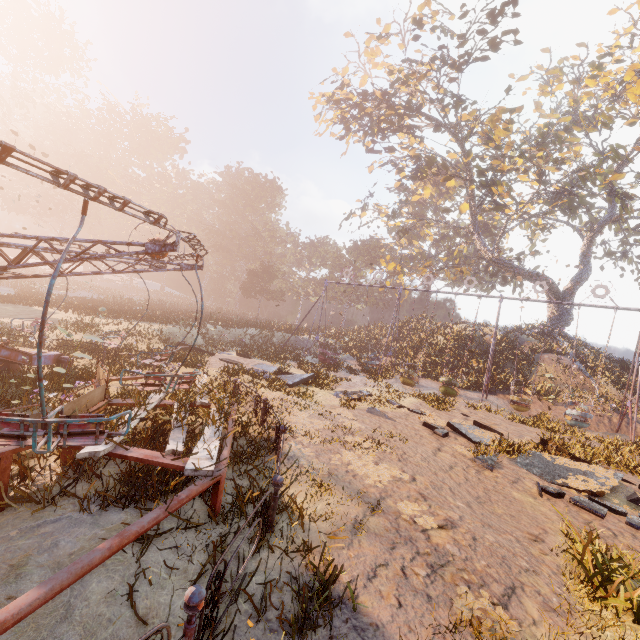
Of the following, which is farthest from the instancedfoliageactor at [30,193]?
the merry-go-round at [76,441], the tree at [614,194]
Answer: the tree at [614,194]

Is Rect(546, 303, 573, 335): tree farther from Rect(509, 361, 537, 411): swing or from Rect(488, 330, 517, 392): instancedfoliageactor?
Rect(509, 361, 537, 411): swing

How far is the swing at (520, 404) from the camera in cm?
1714

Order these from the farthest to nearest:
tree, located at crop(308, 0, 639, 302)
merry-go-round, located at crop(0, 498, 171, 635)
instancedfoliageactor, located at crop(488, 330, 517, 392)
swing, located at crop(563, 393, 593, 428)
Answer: instancedfoliageactor, located at crop(488, 330, 517, 392) → tree, located at crop(308, 0, 639, 302) → swing, located at crop(563, 393, 593, 428) → merry-go-round, located at crop(0, 498, 171, 635)

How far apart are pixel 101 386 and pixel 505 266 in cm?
3053

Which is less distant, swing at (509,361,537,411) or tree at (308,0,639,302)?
swing at (509,361,537,411)

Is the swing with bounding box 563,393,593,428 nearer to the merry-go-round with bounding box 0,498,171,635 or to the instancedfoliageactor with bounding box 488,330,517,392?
the instancedfoliageactor with bounding box 488,330,517,392

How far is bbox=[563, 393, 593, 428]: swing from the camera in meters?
15.4 m
